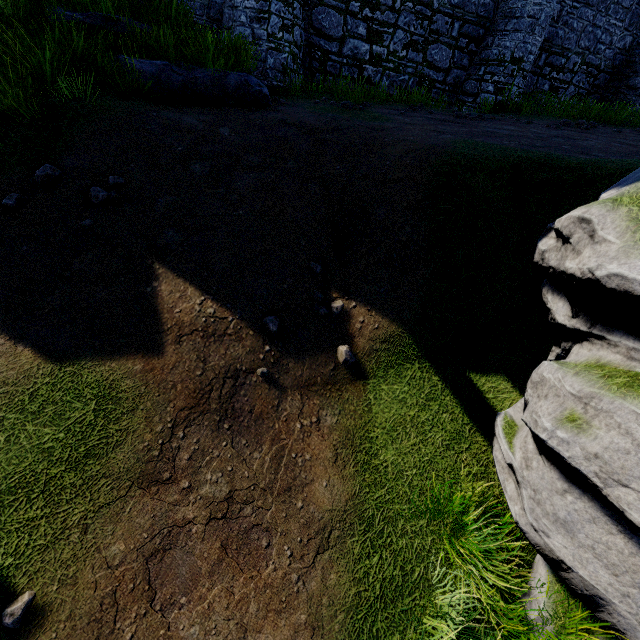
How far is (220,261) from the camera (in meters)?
5.38

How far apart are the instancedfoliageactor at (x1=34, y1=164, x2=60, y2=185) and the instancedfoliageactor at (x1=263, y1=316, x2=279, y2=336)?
4.02m

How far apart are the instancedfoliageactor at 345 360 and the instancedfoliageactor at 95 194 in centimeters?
442cm

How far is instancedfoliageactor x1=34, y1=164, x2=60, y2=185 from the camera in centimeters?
496cm

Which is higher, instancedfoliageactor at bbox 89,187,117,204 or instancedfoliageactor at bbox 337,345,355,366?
instancedfoliageactor at bbox 89,187,117,204

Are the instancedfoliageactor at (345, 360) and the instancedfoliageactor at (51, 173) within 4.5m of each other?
no

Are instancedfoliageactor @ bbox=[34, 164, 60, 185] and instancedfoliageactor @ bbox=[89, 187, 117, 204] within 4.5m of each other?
yes

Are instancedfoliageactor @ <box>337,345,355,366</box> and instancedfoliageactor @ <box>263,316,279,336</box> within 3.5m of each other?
yes
